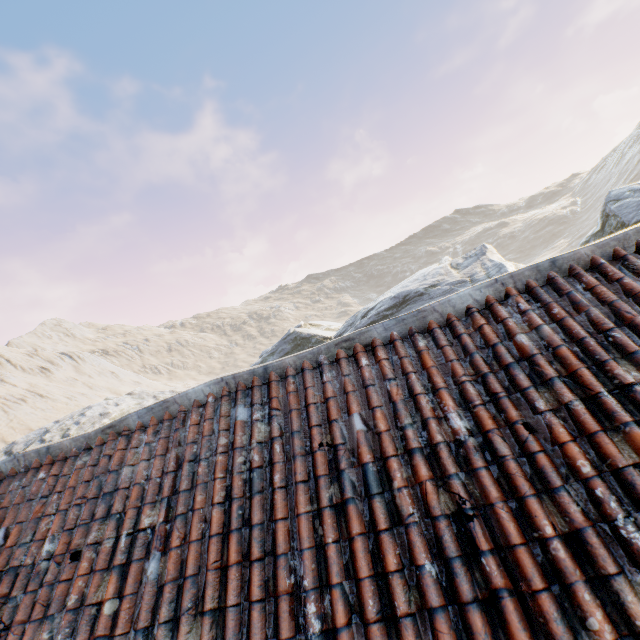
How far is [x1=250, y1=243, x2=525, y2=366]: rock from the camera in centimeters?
1764cm

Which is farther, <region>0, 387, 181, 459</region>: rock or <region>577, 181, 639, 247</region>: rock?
<region>0, 387, 181, 459</region>: rock

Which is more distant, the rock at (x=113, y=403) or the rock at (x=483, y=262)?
the rock at (x=113, y=403)

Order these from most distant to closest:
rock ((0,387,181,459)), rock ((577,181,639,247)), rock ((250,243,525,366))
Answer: rock ((0,387,181,459))
rock ((250,243,525,366))
rock ((577,181,639,247))

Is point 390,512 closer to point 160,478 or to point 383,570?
point 383,570

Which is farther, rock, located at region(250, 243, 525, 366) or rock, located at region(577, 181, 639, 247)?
rock, located at region(250, 243, 525, 366)

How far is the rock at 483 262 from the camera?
17.64m
